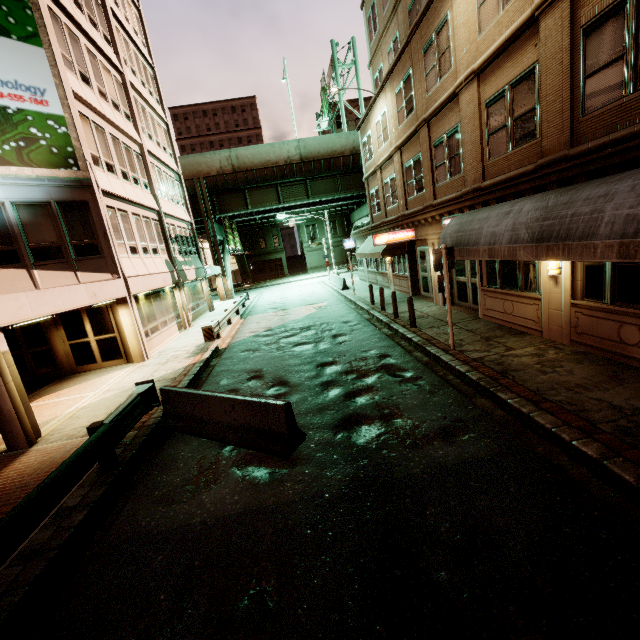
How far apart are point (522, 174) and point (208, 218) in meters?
30.8

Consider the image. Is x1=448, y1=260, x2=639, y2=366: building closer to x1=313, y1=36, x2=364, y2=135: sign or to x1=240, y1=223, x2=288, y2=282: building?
x1=313, y1=36, x2=364, y2=135: sign

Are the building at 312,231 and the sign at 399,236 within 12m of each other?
no

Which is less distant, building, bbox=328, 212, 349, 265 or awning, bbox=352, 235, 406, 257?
awning, bbox=352, 235, 406, 257

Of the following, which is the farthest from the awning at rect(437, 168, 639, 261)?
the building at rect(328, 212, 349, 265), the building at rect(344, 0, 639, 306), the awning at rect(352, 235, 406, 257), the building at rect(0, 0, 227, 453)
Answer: the building at rect(328, 212, 349, 265)

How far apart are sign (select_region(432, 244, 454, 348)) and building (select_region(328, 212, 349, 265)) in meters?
47.7 m

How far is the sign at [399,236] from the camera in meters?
16.7

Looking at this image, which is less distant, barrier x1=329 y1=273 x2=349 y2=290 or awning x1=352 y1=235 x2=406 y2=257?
awning x1=352 y1=235 x2=406 y2=257
